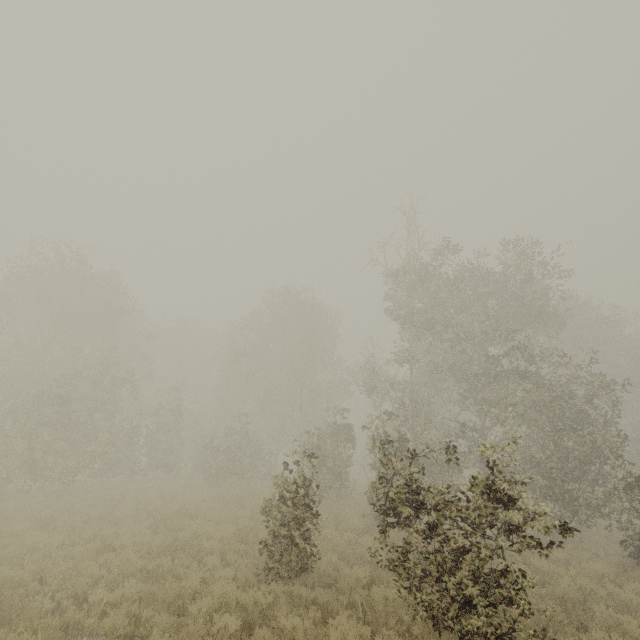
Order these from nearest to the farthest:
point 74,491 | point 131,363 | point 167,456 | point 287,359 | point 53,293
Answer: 1. point 74,491
2. point 53,293
3. point 167,456
4. point 287,359
5. point 131,363
